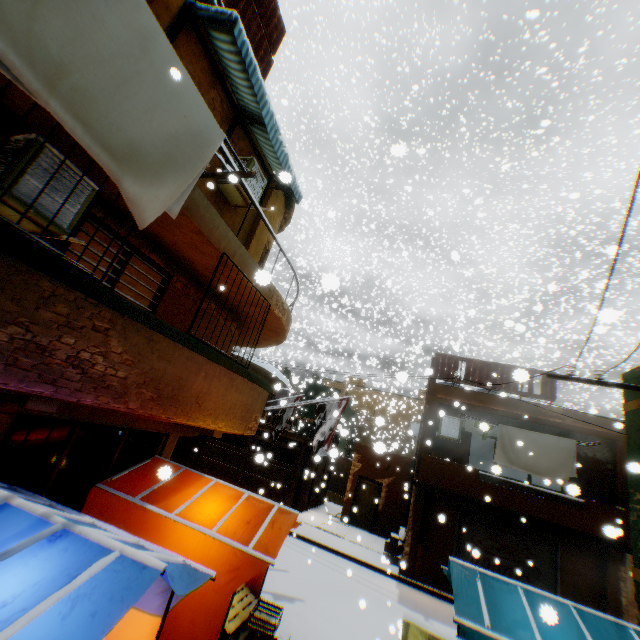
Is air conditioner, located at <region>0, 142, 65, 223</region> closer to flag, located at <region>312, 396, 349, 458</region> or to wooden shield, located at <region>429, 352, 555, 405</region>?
flag, located at <region>312, 396, 349, 458</region>

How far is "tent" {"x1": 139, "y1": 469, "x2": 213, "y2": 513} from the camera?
5.2m

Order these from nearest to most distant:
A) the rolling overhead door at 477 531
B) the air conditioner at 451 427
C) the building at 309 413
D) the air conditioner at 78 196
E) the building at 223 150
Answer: the air conditioner at 78 196, the building at 223 150, the rolling overhead door at 477 531, the air conditioner at 451 427, the building at 309 413

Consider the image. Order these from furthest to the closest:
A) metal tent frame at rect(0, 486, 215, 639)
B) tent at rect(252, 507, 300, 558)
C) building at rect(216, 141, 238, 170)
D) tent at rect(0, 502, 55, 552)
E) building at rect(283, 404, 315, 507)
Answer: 1. building at rect(283, 404, 315, 507)
2. building at rect(216, 141, 238, 170)
3. tent at rect(252, 507, 300, 558)
4. tent at rect(0, 502, 55, 552)
5. metal tent frame at rect(0, 486, 215, 639)

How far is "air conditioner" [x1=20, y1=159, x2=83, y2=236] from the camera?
3.8m

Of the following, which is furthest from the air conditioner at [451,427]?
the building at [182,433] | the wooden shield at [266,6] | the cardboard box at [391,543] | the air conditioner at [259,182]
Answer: the cardboard box at [391,543]

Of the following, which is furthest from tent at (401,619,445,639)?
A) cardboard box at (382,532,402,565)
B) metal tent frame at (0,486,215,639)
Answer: cardboard box at (382,532,402,565)

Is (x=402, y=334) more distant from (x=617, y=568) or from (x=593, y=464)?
(x=617, y=568)
